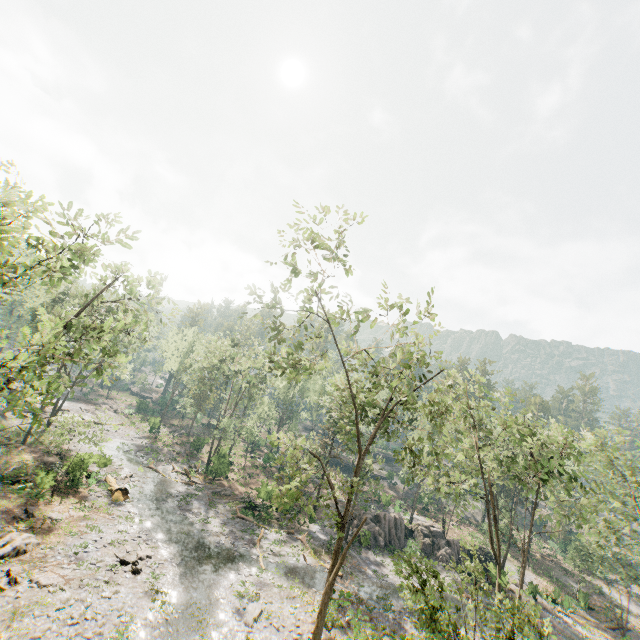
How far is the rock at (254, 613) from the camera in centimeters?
1914cm

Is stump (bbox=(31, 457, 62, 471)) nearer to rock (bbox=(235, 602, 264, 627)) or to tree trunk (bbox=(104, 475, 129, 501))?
tree trunk (bbox=(104, 475, 129, 501))

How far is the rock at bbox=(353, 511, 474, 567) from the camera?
36.09m

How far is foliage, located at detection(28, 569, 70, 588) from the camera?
17.1m

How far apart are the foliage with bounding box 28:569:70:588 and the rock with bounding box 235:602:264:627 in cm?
970

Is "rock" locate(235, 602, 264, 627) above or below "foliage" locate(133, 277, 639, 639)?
below

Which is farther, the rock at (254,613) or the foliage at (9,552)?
the rock at (254,613)

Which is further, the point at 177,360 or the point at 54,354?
the point at 177,360
